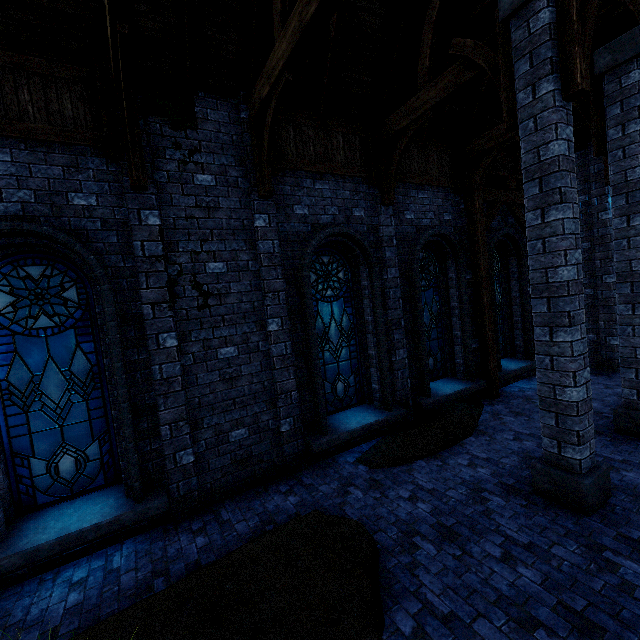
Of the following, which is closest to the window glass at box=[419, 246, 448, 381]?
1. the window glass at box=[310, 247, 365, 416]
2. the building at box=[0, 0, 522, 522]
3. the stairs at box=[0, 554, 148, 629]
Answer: the building at box=[0, 0, 522, 522]

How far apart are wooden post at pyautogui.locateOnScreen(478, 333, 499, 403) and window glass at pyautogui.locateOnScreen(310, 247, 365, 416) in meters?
3.7

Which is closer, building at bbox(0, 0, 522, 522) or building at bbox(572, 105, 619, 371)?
building at bbox(0, 0, 522, 522)

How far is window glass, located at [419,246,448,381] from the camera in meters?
8.7

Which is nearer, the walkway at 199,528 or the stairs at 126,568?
the stairs at 126,568

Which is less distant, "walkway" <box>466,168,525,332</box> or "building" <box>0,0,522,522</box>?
"building" <box>0,0,522,522</box>

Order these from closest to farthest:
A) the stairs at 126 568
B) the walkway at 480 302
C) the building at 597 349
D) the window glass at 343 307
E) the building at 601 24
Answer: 1. the stairs at 126 568
2. the building at 601 24
3. the window glass at 343 307
4. the walkway at 480 302
5. the building at 597 349

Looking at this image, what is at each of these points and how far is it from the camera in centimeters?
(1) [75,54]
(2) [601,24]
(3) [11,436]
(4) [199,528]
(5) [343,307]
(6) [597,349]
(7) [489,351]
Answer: (1) building, 456cm
(2) building, 711cm
(3) window glass, 454cm
(4) walkway, 496cm
(5) window glass, 739cm
(6) building, 1045cm
(7) wooden post, 884cm
